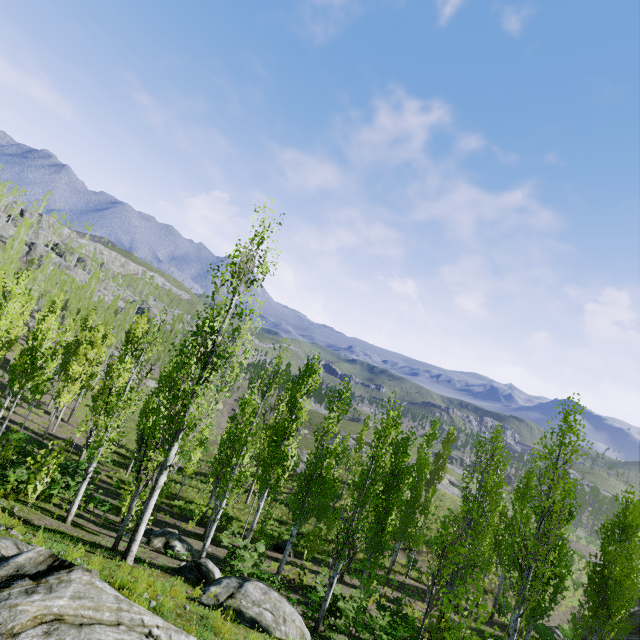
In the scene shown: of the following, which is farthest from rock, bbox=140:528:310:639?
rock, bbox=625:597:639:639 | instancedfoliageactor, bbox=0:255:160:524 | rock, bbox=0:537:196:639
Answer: rock, bbox=625:597:639:639

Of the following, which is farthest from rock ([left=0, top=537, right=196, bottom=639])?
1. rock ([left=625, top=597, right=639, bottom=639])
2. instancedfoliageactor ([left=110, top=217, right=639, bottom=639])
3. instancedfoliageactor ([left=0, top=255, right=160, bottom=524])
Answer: rock ([left=625, top=597, right=639, bottom=639])

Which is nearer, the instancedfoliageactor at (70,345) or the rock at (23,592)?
the rock at (23,592)

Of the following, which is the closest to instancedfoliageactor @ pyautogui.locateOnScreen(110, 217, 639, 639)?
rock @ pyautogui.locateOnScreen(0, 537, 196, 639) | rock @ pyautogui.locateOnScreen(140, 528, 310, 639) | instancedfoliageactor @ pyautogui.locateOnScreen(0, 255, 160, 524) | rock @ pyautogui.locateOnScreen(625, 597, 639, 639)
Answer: instancedfoliageactor @ pyautogui.locateOnScreen(0, 255, 160, 524)

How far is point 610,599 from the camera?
16.08m

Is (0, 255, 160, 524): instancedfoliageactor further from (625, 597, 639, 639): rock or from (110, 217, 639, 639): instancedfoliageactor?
(110, 217, 639, 639): instancedfoliageactor

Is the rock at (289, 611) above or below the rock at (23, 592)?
below

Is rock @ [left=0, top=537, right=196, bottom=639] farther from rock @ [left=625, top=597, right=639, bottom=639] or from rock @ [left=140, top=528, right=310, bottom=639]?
rock @ [left=625, top=597, right=639, bottom=639]
